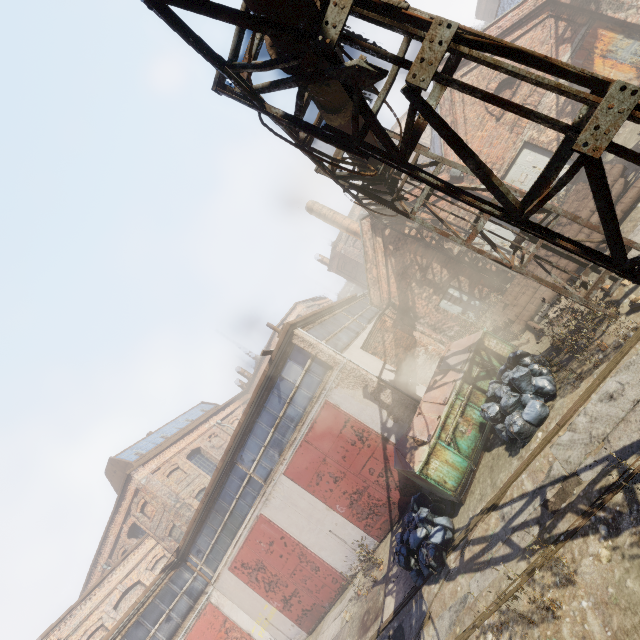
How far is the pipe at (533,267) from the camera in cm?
966

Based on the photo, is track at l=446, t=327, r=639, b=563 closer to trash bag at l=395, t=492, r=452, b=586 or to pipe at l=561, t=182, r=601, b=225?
trash bag at l=395, t=492, r=452, b=586

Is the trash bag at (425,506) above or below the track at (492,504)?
above

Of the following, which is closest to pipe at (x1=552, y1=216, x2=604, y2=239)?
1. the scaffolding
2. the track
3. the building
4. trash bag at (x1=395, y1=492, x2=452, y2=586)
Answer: the scaffolding

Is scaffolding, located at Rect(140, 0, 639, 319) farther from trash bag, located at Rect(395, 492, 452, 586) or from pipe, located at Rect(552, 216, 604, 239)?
trash bag, located at Rect(395, 492, 452, 586)

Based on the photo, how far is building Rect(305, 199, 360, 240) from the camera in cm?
2234

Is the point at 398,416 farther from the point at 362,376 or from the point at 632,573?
the point at 632,573

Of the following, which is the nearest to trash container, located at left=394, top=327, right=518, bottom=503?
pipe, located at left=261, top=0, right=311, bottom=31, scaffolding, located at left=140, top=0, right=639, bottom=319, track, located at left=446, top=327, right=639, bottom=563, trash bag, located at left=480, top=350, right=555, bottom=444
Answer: trash bag, located at left=480, top=350, right=555, bottom=444
